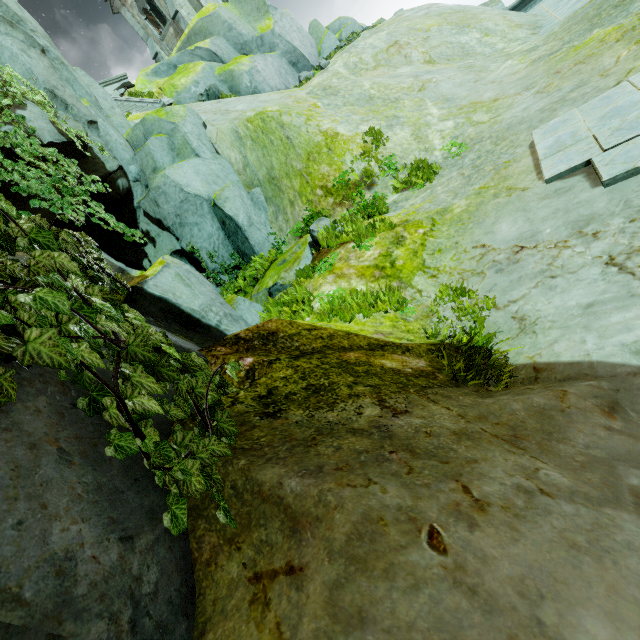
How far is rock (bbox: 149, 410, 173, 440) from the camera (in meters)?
1.76

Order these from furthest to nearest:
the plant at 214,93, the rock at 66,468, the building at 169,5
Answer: the building at 169,5
the plant at 214,93
the rock at 66,468

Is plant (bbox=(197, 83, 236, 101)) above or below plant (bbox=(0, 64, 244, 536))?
above

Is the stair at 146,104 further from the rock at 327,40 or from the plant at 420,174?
the plant at 420,174

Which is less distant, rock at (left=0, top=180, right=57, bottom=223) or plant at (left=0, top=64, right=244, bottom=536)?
plant at (left=0, top=64, right=244, bottom=536)

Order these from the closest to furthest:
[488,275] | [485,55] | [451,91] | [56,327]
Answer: [56,327], [488,275], [451,91], [485,55]

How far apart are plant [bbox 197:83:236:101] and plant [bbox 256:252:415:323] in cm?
1616

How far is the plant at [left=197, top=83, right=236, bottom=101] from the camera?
16.7 meters
